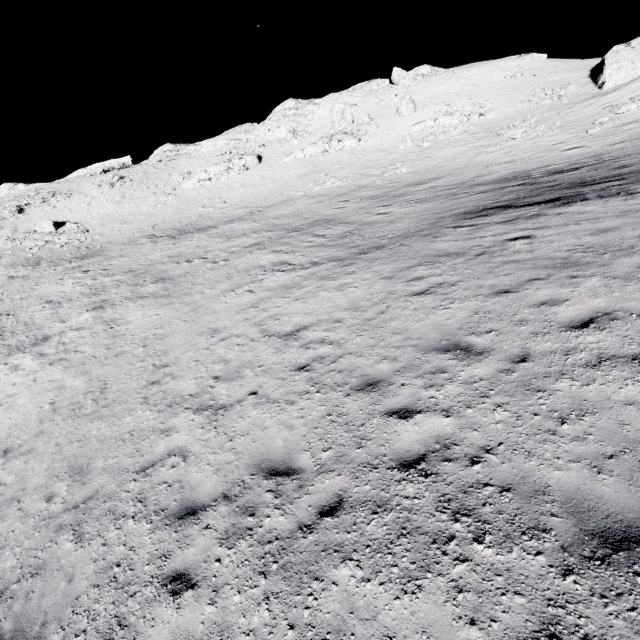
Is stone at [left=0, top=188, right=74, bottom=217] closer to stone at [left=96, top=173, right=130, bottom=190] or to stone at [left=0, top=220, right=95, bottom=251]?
stone at [left=96, top=173, right=130, bottom=190]

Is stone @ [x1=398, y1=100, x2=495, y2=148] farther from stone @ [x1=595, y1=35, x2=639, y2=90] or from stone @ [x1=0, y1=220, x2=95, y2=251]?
stone @ [x1=0, y1=220, x2=95, y2=251]

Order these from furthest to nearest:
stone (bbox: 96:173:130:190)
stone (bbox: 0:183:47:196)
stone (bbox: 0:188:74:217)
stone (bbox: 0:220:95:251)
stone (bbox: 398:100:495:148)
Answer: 1. stone (bbox: 0:183:47:196)
2. stone (bbox: 96:173:130:190)
3. stone (bbox: 0:188:74:217)
4. stone (bbox: 398:100:495:148)
5. stone (bbox: 0:220:95:251)

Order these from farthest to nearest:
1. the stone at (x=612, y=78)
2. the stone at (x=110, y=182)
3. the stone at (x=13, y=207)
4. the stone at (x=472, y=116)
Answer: the stone at (x=110, y=182) → the stone at (x=13, y=207) → the stone at (x=472, y=116) → the stone at (x=612, y=78)

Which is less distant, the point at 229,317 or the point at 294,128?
the point at 229,317

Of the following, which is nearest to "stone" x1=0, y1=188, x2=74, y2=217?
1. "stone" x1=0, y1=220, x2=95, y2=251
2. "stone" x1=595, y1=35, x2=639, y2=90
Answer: "stone" x1=0, y1=220, x2=95, y2=251

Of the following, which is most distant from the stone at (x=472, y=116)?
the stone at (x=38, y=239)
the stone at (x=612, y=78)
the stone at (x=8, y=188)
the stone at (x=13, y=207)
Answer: the stone at (x=13, y=207)

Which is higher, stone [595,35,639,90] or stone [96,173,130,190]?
stone [595,35,639,90]
